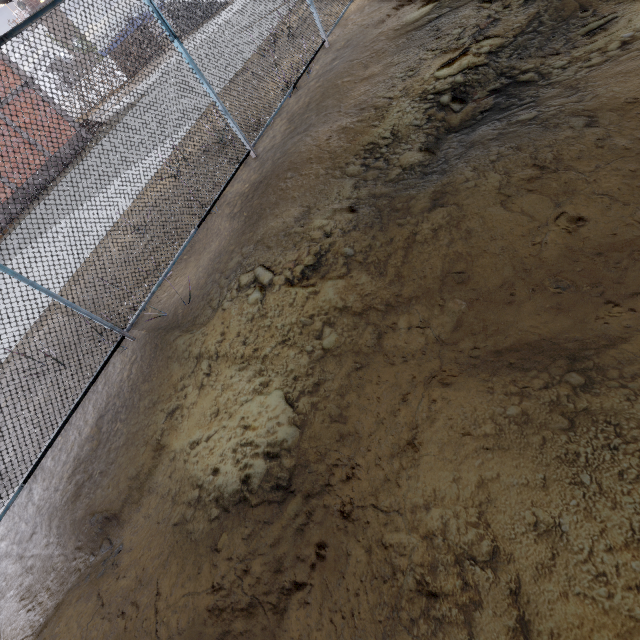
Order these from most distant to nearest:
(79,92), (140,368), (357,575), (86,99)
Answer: (86,99)
(79,92)
(140,368)
(357,575)
